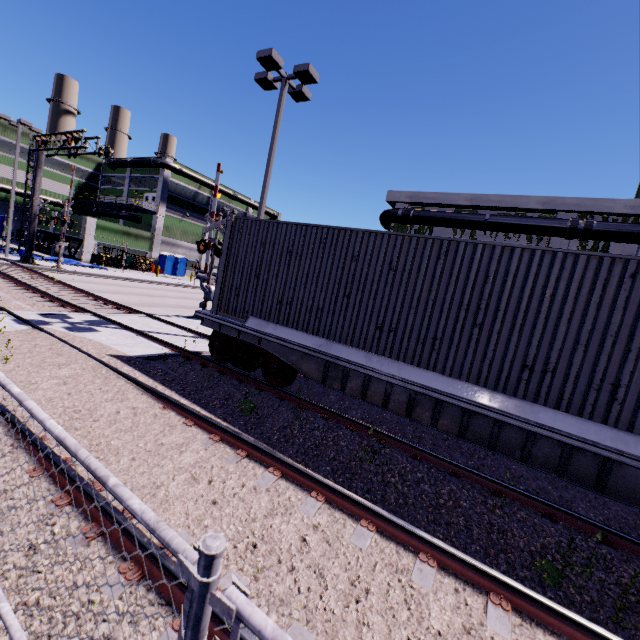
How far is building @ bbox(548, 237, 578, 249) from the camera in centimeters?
1869cm

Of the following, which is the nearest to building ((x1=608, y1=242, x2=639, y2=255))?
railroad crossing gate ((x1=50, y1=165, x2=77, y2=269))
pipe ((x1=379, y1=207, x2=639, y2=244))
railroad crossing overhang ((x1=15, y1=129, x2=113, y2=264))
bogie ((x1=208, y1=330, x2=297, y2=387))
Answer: pipe ((x1=379, y1=207, x2=639, y2=244))

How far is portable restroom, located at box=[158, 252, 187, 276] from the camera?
43.3m

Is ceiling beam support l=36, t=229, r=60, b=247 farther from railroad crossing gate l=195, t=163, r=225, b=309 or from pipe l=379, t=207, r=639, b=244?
pipe l=379, t=207, r=639, b=244

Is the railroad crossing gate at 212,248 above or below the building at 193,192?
below

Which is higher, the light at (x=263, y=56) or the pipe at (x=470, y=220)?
the light at (x=263, y=56)

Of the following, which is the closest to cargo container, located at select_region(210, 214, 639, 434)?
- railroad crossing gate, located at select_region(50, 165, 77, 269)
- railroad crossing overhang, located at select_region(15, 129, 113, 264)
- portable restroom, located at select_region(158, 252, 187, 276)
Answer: railroad crossing overhang, located at select_region(15, 129, 113, 264)

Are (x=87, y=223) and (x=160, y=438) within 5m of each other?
no
